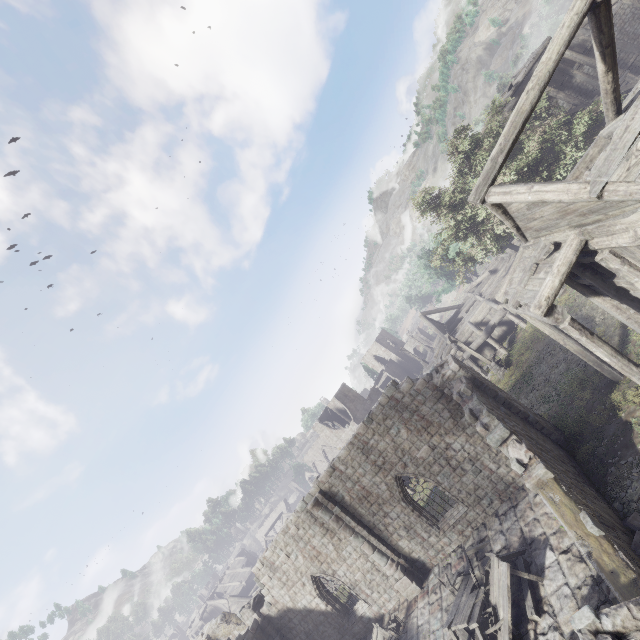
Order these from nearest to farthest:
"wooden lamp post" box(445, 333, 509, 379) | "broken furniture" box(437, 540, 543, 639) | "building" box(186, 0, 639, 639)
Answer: "building" box(186, 0, 639, 639)
"broken furniture" box(437, 540, 543, 639)
"wooden lamp post" box(445, 333, 509, 379)

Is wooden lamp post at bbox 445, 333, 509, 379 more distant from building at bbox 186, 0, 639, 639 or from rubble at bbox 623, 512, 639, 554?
rubble at bbox 623, 512, 639, 554

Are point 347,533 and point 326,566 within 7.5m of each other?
yes

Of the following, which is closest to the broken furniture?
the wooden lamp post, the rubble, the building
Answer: the building

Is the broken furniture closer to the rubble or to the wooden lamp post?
the rubble

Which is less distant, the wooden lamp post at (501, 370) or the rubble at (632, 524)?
the rubble at (632, 524)

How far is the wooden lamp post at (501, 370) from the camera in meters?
22.3
